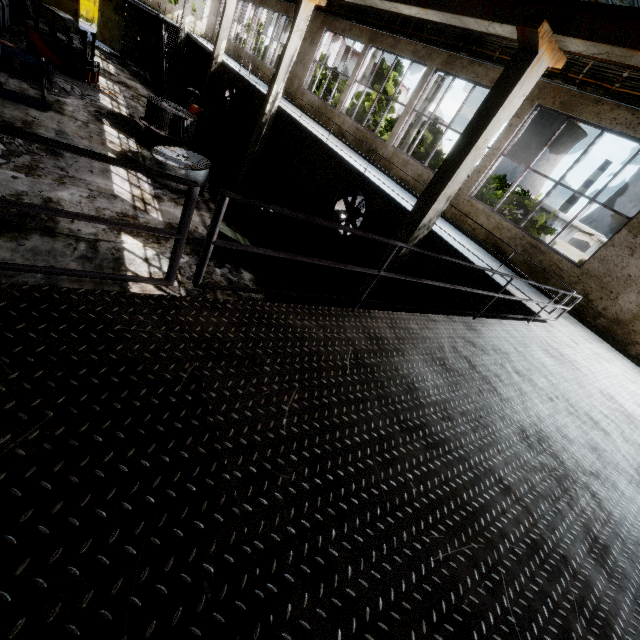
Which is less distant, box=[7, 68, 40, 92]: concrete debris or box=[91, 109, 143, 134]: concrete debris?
box=[7, 68, 40, 92]: concrete debris

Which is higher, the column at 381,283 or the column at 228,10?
the column at 228,10

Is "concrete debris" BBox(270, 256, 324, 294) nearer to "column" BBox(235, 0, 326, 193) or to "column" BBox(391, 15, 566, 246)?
"column" BBox(391, 15, 566, 246)

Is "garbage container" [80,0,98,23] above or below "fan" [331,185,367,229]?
below

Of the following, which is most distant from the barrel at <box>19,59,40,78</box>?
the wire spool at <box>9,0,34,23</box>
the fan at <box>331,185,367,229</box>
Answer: the fan at <box>331,185,367,229</box>

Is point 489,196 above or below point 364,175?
above

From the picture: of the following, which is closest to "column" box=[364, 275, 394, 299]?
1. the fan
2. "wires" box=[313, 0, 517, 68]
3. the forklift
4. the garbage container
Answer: "wires" box=[313, 0, 517, 68]

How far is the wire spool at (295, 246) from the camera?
11.72m
